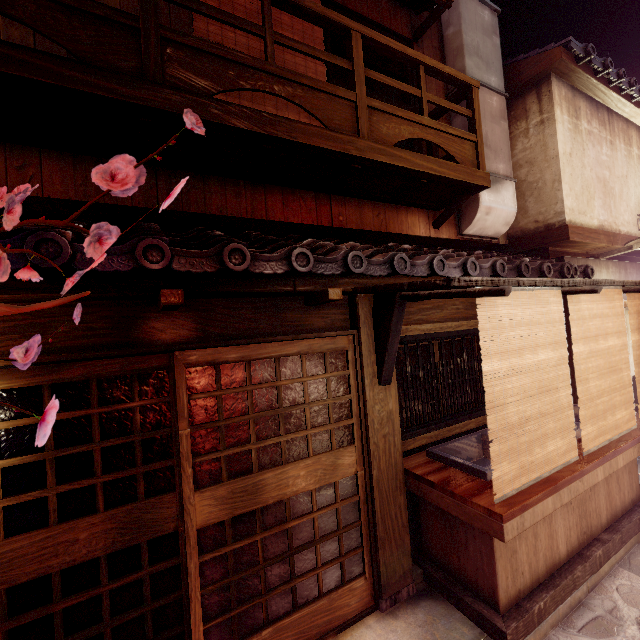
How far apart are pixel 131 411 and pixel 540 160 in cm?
1416

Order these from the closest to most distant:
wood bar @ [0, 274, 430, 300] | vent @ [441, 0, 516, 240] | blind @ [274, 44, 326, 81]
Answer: wood bar @ [0, 274, 430, 300]
blind @ [274, 44, 326, 81]
vent @ [441, 0, 516, 240]

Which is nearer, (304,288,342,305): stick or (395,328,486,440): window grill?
(304,288,342,305): stick

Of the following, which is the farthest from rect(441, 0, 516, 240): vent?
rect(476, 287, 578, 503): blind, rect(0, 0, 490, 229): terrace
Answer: rect(476, 287, 578, 503): blind

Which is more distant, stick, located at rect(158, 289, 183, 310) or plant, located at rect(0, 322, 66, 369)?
stick, located at rect(158, 289, 183, 310)

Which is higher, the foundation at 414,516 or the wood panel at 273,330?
the wood panel at 273,330

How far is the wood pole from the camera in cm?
596

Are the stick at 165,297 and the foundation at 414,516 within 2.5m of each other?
no
